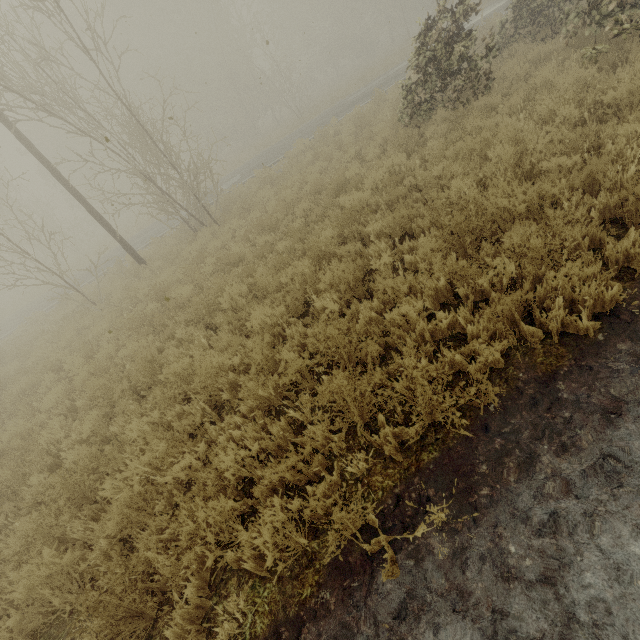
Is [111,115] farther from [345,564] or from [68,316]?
[345,564]
